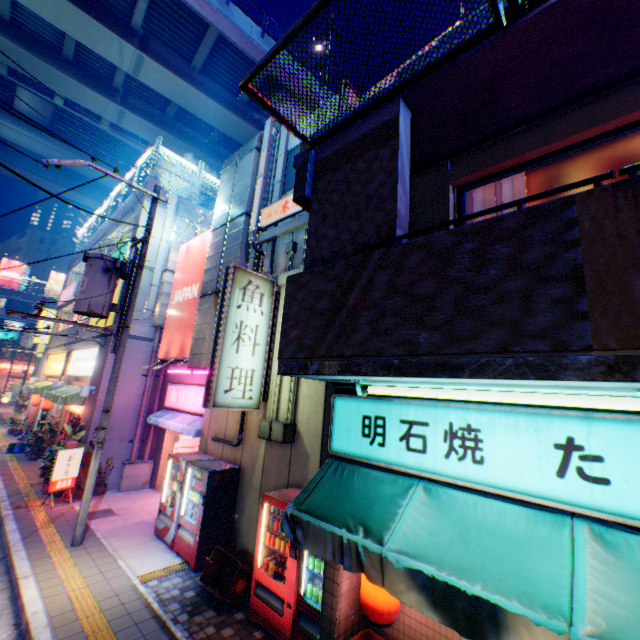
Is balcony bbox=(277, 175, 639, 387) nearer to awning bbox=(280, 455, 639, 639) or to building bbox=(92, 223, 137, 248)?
awning bbox=(280, 455, 639, 639)

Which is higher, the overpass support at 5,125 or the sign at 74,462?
the overpass support at 5,125

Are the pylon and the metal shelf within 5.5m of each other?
no

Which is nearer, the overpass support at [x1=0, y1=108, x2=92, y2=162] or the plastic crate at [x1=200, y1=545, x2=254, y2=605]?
Answer: the plastic crate at [x1=200, y1=545, x2=254, y2=605]

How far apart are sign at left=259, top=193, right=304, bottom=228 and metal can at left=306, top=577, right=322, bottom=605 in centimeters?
777cm

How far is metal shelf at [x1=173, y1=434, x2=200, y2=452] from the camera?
13.0m

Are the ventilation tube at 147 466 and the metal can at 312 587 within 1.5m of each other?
no

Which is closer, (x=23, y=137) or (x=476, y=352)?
(x=476, y=352)
